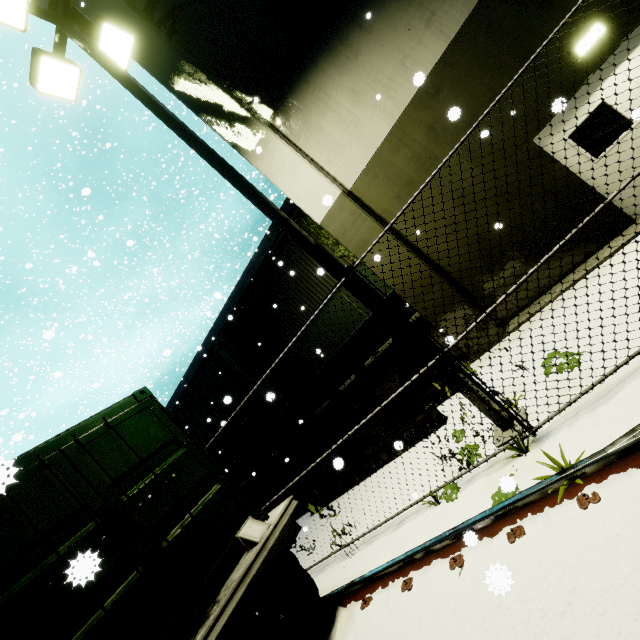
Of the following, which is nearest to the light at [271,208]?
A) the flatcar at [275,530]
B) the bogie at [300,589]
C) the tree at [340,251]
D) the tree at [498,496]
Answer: the tree at [498,496]

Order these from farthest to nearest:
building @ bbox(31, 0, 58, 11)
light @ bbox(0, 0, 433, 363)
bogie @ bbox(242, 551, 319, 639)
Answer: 1. building @ bbox(31, 0, 58, 11)
2. light @ bbox(0, 0, 433, 363)
3. bogie @ bbox(242, 551, 319, 639)

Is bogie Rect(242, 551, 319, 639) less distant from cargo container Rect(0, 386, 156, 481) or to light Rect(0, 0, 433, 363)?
cargo container Rect(0, 386, 156, 481)

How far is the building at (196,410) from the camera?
11.3m

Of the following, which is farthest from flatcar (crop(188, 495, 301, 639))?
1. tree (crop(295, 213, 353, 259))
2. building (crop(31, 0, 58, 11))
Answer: tree (crop(295, 213, 353, 259))

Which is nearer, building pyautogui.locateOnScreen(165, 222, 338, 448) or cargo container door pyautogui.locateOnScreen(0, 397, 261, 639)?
cargo container door pyautogui.locateOnScreen(0, 397, 261, 639)

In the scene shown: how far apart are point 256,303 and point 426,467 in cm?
883

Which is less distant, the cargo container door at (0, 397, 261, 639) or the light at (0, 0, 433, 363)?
the cargo container door at (0, 397, 261, 639)
